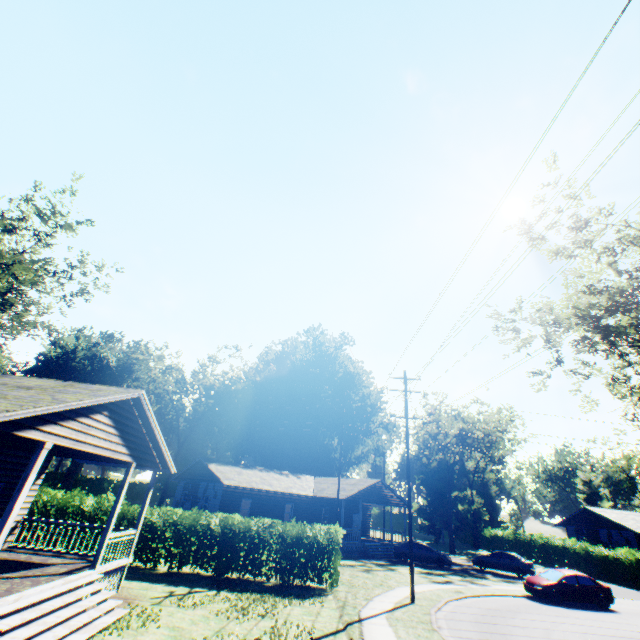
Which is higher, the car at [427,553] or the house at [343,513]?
the house at [343,513]

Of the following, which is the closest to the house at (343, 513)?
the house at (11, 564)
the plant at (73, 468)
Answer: the house at (11, 564)

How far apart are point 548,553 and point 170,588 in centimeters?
4744cm

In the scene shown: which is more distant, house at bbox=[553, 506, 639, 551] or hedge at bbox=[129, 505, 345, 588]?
house at bbox=[553, 506, 639, 551]

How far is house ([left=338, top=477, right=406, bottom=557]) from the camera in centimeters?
2984cm

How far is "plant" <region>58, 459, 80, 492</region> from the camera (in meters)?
52.16

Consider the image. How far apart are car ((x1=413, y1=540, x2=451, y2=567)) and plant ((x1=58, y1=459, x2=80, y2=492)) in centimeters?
5360cm

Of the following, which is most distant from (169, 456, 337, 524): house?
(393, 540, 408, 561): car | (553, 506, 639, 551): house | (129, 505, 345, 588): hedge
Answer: (553, 506, 639, 551): house
